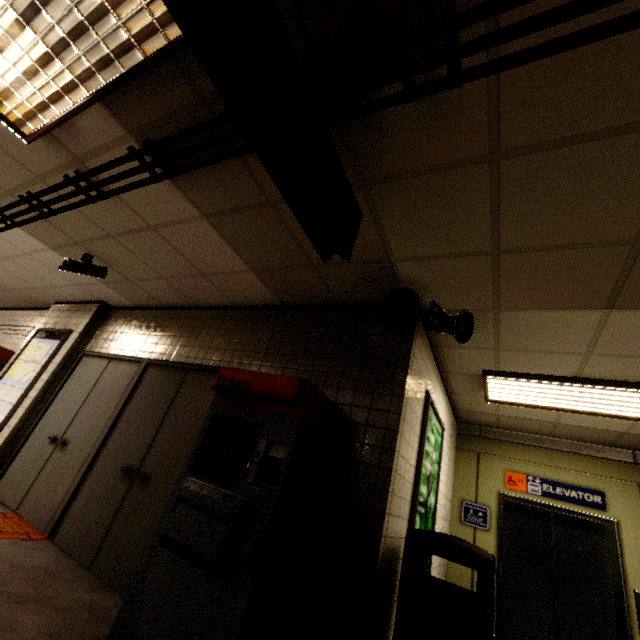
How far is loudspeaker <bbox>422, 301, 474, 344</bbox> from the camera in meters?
2.7 m

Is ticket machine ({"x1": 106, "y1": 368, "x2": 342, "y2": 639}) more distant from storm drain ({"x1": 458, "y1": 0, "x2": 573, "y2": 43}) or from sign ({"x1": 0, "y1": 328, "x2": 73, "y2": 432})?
sign ({"x1": 0, "y1": 328, "x2": 73, "y2": 432})

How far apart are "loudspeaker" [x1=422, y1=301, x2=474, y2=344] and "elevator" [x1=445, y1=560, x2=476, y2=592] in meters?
3.7 m

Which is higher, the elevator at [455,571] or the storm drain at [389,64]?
the storm drain at [389,64]

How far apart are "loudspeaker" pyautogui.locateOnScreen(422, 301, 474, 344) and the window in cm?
375

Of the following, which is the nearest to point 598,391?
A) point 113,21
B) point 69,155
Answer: point 113,21

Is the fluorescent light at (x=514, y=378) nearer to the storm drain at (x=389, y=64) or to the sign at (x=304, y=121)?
the storm drain at (x=389, y=64)

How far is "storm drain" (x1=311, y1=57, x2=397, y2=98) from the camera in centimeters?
149cm
